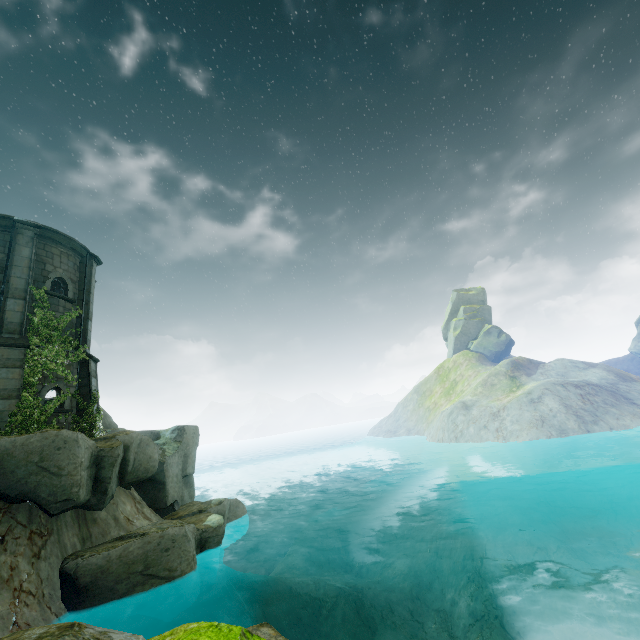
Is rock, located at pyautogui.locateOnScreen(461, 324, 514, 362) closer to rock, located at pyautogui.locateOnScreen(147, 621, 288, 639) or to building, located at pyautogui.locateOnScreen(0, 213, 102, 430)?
building, located at pyautogui.locateOnScreen(0, 213, 102, 430)

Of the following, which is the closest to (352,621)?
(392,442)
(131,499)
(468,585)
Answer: (468,585)

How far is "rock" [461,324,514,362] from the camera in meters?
54.3

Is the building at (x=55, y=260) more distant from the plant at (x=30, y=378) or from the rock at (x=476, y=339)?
the rock at (x=476, y=339)

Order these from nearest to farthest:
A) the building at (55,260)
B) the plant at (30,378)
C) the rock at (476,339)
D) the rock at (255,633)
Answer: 1. the rock at (255,633)
2. the plant at (30,378)
3. the building at (55,260)
4. the rock at (476,339)

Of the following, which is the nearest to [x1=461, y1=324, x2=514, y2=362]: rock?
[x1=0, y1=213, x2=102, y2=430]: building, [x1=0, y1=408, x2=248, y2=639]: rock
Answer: [x1=0, y1=408, x2=248, y2=639]: rock

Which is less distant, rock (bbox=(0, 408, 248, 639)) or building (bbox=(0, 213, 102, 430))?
rock (bbox=(0, 408, 248, 639))

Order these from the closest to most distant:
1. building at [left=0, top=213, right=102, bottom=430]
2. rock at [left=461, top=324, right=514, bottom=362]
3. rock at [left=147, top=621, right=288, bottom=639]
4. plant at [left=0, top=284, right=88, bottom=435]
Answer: rock at [left=147, top=621, right=288, bottom=639] → plant at [left=0, top=284, right=88, bottom=435] → building at [left=0, top=213, right=102, bottom=430] → rock at [left=461, top=324, right=514, bottom=362]
